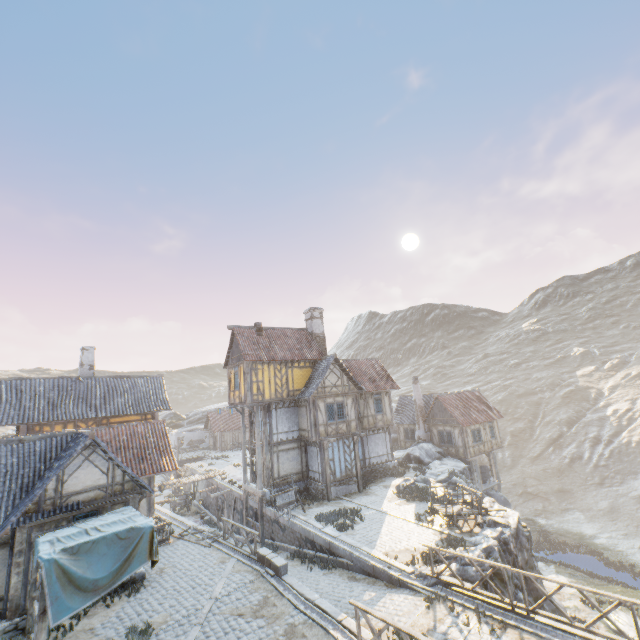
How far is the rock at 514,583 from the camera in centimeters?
1301cm

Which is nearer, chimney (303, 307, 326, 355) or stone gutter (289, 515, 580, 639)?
stone gutter (289, 515, 580, 639)

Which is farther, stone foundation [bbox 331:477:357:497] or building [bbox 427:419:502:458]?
building [bbox 427:419:502:458]

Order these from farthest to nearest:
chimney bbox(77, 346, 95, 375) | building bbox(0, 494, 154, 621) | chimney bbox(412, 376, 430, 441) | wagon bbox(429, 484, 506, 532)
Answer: chimney bbox(412, 376, 430, 441) < chimney bbox(77, 346, 95, 375) < wagon bbox(429, 484, 506, 532) < building bbox(0, 494, 154, 621)

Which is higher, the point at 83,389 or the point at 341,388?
the point at 83,389

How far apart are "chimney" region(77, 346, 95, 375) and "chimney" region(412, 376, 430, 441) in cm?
2964

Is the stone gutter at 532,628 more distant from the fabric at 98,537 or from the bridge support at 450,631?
the fabric at 98,537

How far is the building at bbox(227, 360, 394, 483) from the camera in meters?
23.1
